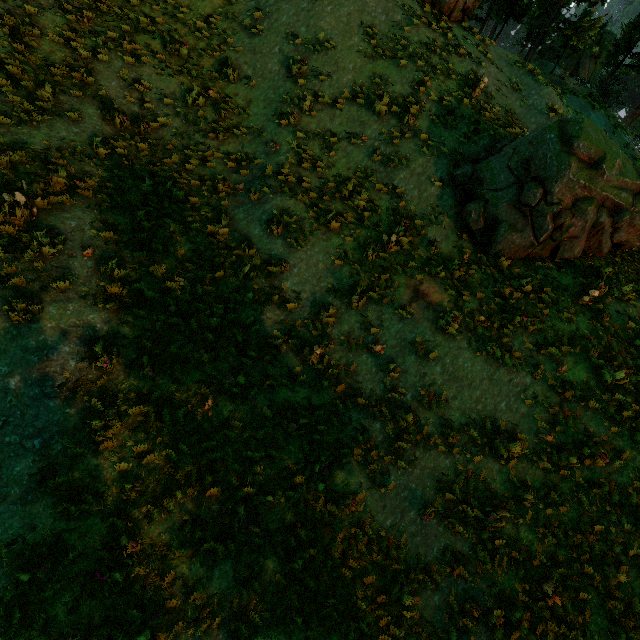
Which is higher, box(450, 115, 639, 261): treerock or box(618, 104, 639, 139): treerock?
box(618, 104, 639, 139): treerock

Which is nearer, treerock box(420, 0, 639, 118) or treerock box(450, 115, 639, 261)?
treerock box(450, 115, 639, 261)

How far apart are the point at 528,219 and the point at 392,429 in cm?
749

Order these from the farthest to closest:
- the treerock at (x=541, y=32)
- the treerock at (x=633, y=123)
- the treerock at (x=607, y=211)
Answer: the treerock at (x=633, y=123) → the treerock at (x=541, y=32) → the treerock at (x=607, y=211)

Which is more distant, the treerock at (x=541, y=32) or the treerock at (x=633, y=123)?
the treerock at (x=633, y=123)

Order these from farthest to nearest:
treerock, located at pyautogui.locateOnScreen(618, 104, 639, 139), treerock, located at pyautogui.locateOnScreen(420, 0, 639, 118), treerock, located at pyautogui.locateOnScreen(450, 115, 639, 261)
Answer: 1. treerock, located at pyautogui.locateOnScreen(618, 104, 639, 139)
2. treerock, located at pyautogui.locateOnScreen(420, 0, 639, 118)
3. treerock, located at pyautogui.locateOnScreen(450, 115, 639, 261)
